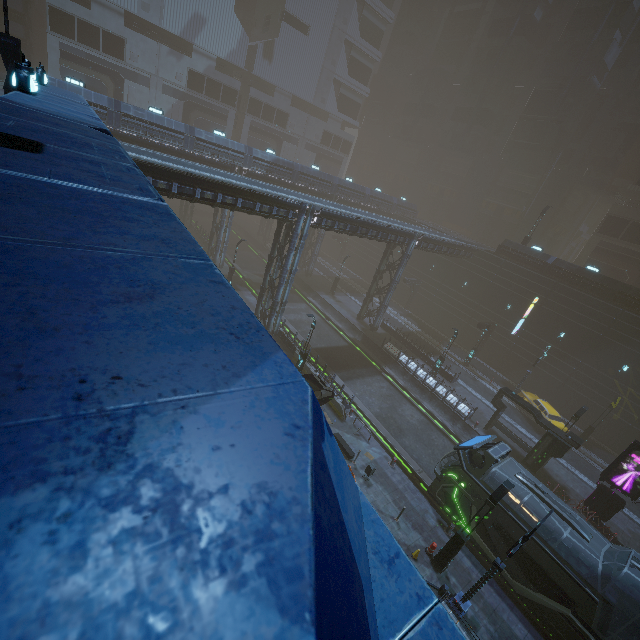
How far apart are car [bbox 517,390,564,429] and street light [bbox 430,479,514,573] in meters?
18.3 m

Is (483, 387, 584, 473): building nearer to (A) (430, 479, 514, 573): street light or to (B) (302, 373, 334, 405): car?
(B) (302, 373, 334, 405): car

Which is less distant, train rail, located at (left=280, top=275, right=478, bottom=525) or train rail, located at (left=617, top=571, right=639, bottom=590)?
train rail, located at (left=617, top=571, right=639, bottom=590)

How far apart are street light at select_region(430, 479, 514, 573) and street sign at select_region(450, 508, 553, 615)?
0.83m

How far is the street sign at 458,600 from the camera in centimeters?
1098cm

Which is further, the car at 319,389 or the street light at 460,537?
the car at 319,389

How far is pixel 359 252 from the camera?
56.8 meters

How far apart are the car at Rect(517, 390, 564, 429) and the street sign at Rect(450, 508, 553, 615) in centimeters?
1886cm
